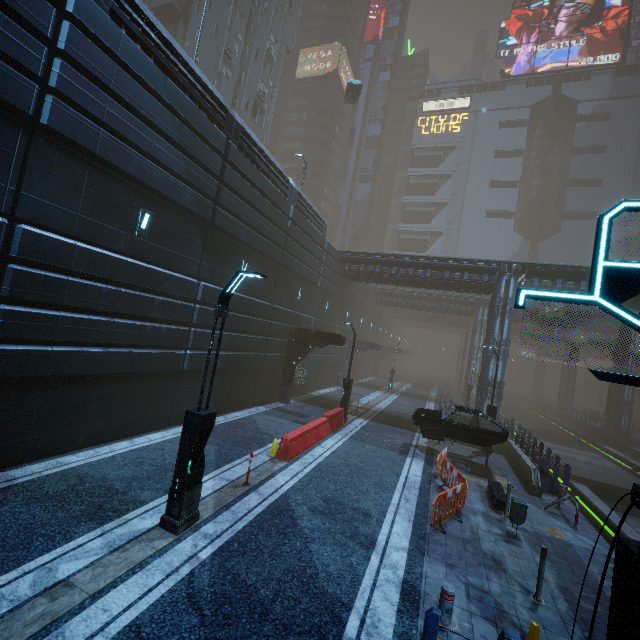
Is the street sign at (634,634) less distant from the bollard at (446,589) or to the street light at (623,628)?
the street light at (623,628)

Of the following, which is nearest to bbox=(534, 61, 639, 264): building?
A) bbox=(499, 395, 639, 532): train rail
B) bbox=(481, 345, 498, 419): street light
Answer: bbox=(499, 395, 639, 532): train rail

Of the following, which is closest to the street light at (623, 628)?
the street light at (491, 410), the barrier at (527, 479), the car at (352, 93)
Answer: the barrier at (527, 479)

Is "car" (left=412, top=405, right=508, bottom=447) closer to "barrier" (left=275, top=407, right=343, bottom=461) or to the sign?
"barrier" (left=275, top=407, right=343, bottom=461)

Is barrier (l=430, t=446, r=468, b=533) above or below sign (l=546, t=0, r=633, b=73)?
below

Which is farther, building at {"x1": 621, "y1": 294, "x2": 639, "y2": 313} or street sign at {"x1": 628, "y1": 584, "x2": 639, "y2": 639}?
building at {"x1": 621, "y1": 294, "x2": 639, "y2": 313}

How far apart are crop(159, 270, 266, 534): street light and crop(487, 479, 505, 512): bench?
9.1m

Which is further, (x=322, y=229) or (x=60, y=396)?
(x=322, y=229)
